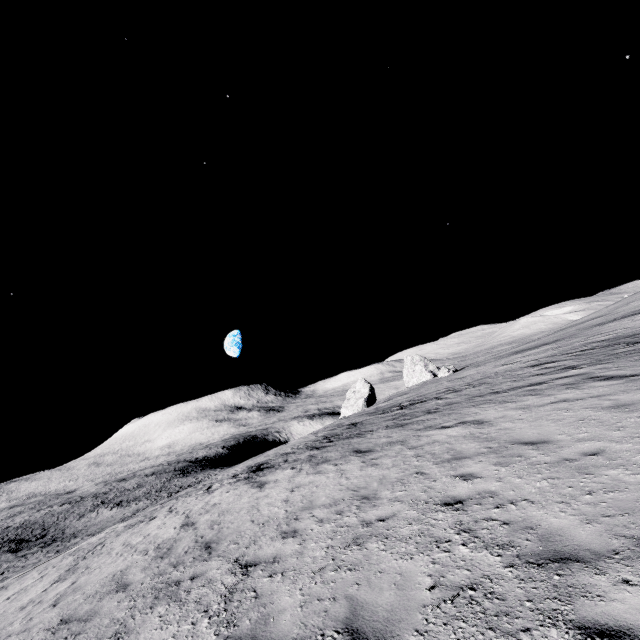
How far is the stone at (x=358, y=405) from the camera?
53.25m

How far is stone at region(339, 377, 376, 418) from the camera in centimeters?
5325cm

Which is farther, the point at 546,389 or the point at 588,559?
the point at 546,389
